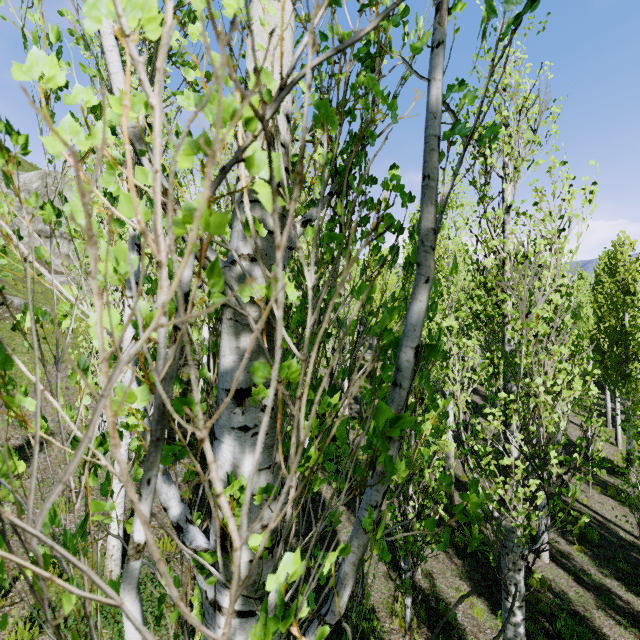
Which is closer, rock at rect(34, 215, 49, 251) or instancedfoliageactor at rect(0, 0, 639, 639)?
instancedfoliageactor at rect(0, 0, 639, 639)

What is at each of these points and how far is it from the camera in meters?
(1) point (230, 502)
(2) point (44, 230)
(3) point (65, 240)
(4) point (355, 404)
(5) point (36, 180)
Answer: (1) instancedfoliageactor, 1.1 m
(2) rock, 21.0 m
(3) rock, 20.7 m
(4) rock, 18.1 m
(5) rock, 28.0 m

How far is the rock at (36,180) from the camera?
26.32m

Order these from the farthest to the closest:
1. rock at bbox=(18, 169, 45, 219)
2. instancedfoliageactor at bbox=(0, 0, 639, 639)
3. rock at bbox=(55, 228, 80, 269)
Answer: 1. rock at bbox=(18, 169, 45, 219)
2. rock at bbox=(55, 228, 80, 269)
3. instancedfoliageactor at bbox=(0, 0, 639, 639)

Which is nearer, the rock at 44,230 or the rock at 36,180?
the rock at 44,230

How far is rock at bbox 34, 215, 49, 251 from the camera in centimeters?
2084cm
